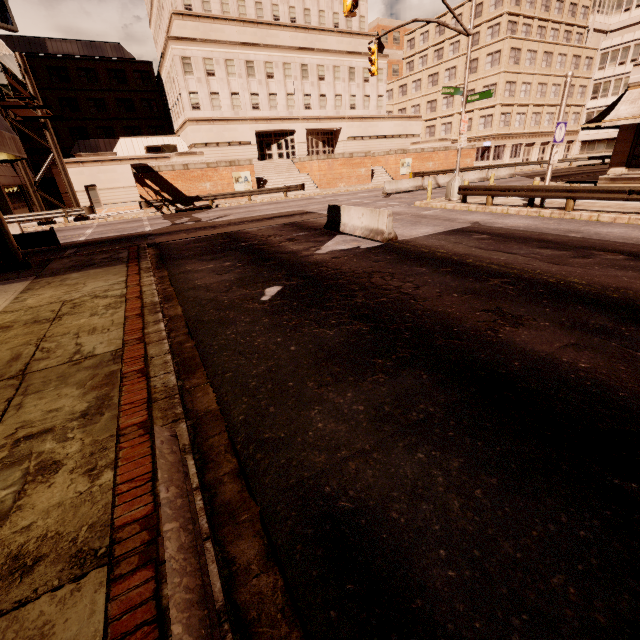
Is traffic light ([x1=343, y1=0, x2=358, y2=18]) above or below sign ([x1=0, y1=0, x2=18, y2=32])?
below

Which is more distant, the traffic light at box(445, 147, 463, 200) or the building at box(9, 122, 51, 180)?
the building at box(9, 122, 51, 180)

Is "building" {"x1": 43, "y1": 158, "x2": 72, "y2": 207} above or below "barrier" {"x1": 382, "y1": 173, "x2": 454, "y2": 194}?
above

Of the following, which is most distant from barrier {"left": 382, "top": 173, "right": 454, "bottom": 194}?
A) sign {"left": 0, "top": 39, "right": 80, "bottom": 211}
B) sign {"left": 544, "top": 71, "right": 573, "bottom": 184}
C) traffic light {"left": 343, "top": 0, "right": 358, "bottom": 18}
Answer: sign {"left": 0, "top": 39, "right": 80, "bottom": 211}

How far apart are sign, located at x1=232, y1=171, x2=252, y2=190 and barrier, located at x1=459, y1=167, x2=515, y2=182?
22.95m

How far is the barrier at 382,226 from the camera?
10.69m

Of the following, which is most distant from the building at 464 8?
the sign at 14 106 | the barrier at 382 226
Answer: the barrier at 382 226

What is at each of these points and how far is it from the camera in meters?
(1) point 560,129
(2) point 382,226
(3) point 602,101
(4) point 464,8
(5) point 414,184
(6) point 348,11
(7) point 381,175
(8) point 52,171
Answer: (1) sign, 12.5
(2) barrier, 10.8
(3) building, 49.4
(4) building, 44.5
(5) barrier, 27.5
(6) traffic light, 12.4
(7) bp, 39.4
(8) building, 32.1
